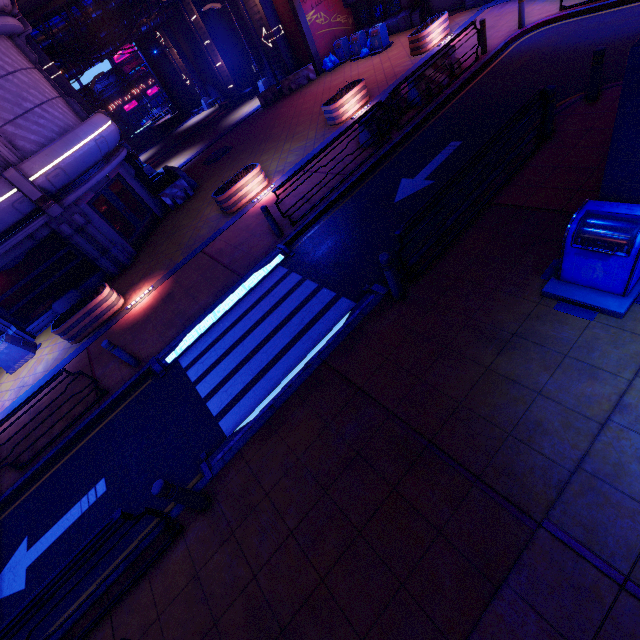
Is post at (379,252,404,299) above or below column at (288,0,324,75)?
below

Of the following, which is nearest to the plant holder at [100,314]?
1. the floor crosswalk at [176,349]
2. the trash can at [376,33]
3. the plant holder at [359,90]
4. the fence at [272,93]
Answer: the floor crosswalk at [176,349]

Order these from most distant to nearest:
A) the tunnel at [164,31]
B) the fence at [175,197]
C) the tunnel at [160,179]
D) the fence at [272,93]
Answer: the tunnel at [164,31] → the fence at [272,93] → the tunnel at [160,179] → the fence at [175,197]

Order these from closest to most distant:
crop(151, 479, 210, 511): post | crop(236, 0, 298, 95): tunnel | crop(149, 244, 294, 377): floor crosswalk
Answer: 1. crop(151, 479, 210, 511): post
2. crop(149, 244, 294, 377): floor crosswalk
3. crop(236, 0, 298, 95): tunnel

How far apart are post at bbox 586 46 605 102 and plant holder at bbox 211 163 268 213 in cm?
1008

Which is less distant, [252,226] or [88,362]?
[88,362]

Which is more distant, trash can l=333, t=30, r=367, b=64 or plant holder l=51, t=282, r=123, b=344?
trash can l=333, t=30, r=367, b=64

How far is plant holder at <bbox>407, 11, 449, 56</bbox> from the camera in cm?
1509
